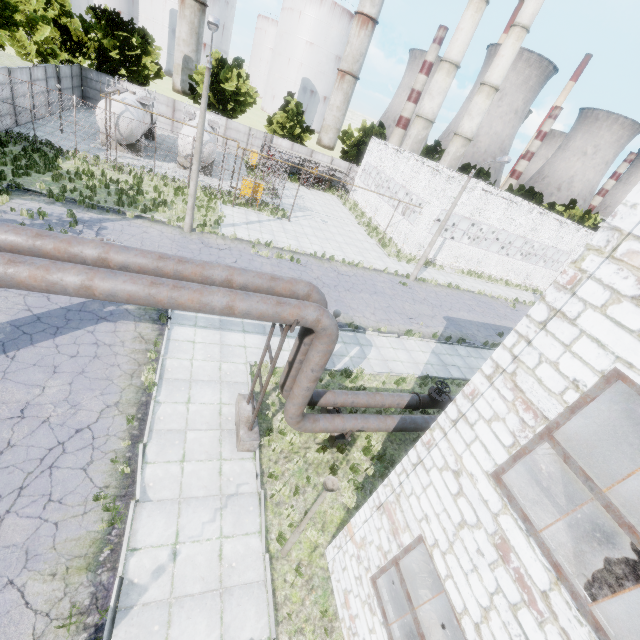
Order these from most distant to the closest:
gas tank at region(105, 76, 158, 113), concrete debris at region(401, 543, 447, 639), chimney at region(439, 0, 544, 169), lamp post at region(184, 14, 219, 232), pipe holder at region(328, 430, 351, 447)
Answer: chimney at region(439, 0, 544, 169)
gas tank at region(105, 76, 158, 113)
lamp post at region(184, 14, 219, 232)
pipe holder at region(328, 430, 351, 447)
concrete debris at region(401, 543, 447, 639)

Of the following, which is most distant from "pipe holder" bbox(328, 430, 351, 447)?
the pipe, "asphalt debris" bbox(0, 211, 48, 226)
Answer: "asphalt debris" bbox(0, 211, 48, 226)

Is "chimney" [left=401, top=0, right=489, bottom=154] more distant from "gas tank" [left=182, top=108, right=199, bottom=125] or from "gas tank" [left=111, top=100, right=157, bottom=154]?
"gas tank" [left=111, top=100, right=157, bottom=154]

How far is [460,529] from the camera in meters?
4.7 m

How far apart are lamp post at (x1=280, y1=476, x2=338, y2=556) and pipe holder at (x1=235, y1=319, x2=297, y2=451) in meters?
2.6

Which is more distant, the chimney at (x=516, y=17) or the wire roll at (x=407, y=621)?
the chimney at (x=516, y=17)

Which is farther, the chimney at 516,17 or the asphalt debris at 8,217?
the chimney at 516,17

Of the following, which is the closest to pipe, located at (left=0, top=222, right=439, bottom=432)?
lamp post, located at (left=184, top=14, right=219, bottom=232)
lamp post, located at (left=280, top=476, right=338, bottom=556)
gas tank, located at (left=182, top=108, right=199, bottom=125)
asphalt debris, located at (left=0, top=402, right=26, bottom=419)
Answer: lamp post, located at (left=280, top=476, right=338, bottom=556)
